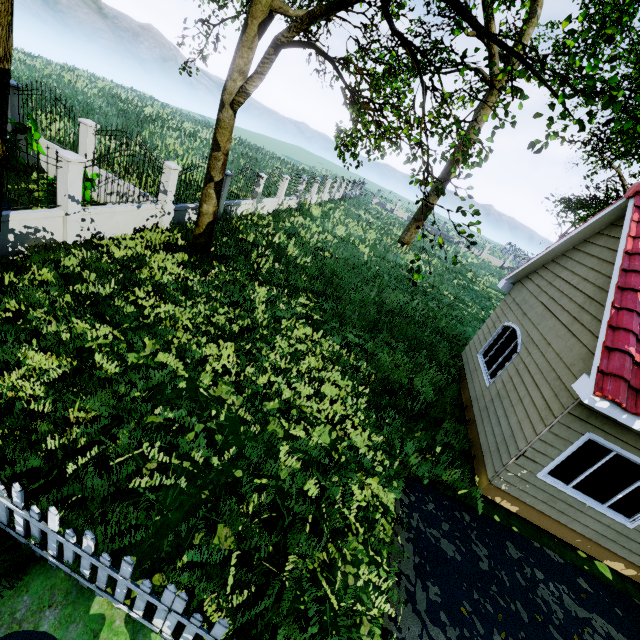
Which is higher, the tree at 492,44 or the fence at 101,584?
the tree at 492,44

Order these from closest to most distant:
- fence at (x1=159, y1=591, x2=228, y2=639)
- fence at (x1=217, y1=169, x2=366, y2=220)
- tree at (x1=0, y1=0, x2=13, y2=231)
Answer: fence at (x1=159, y1=591, x2=228, y2=639) → tree at (x1=0, y1=0, x2=13, y2=231) → fence at (x1=217, y1=169, x2=366, y2=220)

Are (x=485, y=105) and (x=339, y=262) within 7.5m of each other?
no

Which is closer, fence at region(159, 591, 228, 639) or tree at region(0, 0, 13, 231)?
fence at region(159, 591, 228, 639)

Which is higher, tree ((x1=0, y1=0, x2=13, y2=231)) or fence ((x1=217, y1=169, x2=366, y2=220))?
tree ((x1=0, y1=0, x2=13, y2=231))

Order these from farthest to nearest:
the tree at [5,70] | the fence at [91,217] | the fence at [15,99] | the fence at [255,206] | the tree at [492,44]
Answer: the fence at [255,206] → the fence at [15,99] → the fence at [91,217] → the tree at [492,44] → the tree at [5,70]

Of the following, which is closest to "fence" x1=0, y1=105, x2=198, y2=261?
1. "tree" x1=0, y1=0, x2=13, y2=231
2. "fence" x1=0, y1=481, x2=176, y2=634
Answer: "tree" x1=0, y1=0, x2=13, y2=231
